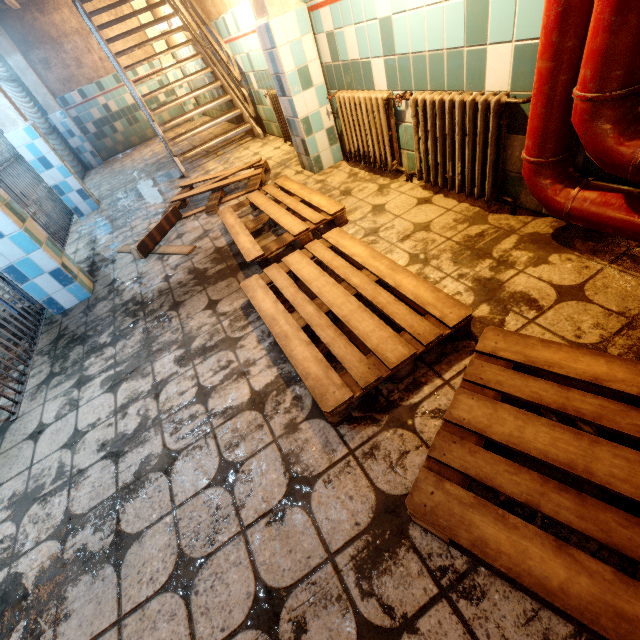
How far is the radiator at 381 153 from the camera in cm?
180

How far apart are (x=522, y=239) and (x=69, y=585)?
2.7m

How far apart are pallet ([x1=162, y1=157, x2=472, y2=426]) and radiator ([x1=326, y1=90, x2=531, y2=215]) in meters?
0.8

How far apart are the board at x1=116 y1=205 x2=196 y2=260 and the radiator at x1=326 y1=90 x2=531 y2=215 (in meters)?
1.76

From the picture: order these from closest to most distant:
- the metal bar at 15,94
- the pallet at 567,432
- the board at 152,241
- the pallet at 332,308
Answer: the pallet at 567,432 → the pallet at 332,308 → the board at 152,241 → the metal bar at 15,94

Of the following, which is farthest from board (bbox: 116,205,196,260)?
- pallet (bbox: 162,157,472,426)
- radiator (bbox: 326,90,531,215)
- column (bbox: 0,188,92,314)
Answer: radiator (bbox: 326,90,531,215)

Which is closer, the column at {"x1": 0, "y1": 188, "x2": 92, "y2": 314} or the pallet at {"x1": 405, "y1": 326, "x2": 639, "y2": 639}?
the pallet at {"x1": 405, "y1": 326, "x2": 639, "y2": 639}

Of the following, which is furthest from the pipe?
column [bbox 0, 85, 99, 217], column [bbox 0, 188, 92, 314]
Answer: column [bbox 0, 85, 99, 217]
